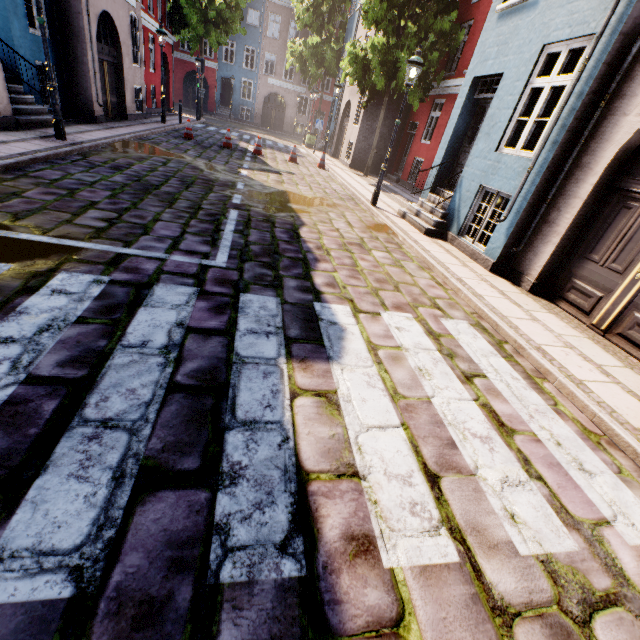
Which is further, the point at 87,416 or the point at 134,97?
the point at 134,97

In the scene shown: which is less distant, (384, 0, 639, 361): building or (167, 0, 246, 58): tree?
(384, 0, 639, 361): building

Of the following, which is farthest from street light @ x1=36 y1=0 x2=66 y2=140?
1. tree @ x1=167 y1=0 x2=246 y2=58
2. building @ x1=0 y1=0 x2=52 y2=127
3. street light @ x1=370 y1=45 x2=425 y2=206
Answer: tree @ x1=167 y1=0 x2=246 y2=58

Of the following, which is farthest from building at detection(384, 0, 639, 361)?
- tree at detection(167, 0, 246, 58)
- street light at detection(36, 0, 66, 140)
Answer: tree at detection(167, 0, 246, 58)

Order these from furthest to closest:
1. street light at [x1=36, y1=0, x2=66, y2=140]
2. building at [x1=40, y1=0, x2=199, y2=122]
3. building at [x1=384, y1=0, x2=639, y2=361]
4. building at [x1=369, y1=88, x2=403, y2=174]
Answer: building at [x1=369, y1=88, x2=403, y2=174] → building at [x1=40, y1=0, x2=199, y2=122] → street light at [x1=36, y1=0, x2=66, y2=140] → building at [x1=384, y1=0, x2=639, y2=361]

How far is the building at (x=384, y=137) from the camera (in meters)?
16.62

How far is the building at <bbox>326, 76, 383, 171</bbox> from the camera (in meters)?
16.89

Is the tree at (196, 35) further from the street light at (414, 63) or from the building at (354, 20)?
the street light at (414, 63)
